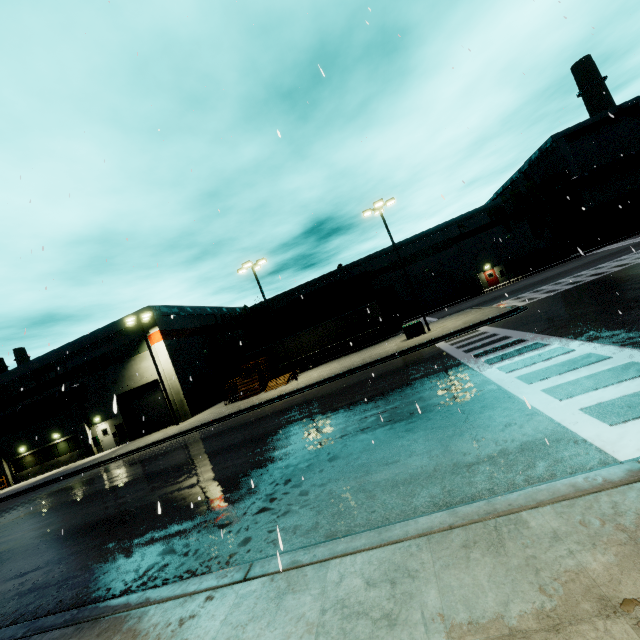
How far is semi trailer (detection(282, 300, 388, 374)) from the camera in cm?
2973

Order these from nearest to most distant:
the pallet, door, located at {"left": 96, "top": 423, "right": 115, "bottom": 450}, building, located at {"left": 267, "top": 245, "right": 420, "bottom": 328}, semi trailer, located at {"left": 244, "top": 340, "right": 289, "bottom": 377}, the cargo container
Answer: the pallet → door, located at {"left": 96, "top": 423, "right": 115, "bottom": 450} → semi trailer, located at {"left": 244, "top": 340, "right": 289, "bottom": 377} → the cargo container → building, located at {"left": 267, "top": 245, "right": 420, "bottom": 328}

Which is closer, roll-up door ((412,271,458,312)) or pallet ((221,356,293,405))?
pallet ((221,356,293,405))

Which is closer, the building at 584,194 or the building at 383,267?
the building at 584,194

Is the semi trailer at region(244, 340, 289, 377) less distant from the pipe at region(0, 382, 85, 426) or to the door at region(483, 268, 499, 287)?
the pipe at region(0, 382, 85, 426)

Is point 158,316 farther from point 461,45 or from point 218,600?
point 218,600

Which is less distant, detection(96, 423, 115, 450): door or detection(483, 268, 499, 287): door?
detection(96, 423, 115, 450): door

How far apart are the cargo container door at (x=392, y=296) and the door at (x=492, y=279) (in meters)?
15.24
